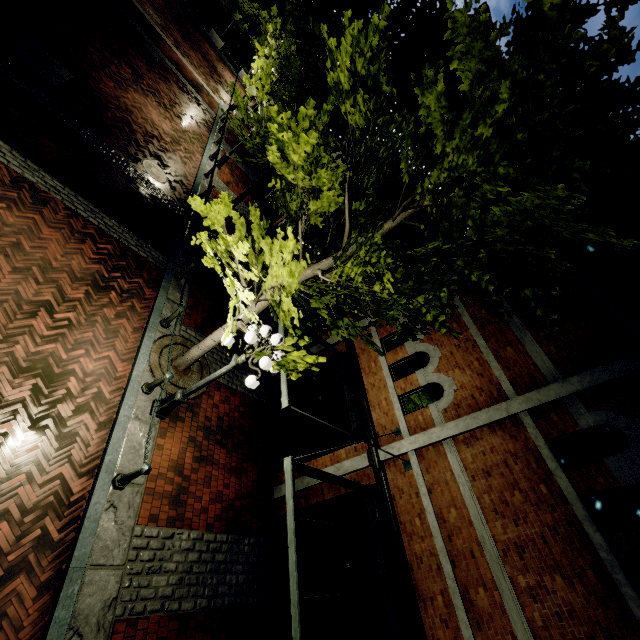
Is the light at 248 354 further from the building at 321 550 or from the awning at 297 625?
the building at 321 550

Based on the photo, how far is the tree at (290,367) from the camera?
5.9 meters

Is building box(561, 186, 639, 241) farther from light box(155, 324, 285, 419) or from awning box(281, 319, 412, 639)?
light box(155, 324, 285, 419)

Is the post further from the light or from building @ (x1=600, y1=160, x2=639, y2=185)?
building @ (x1=600, y1=160, x2=639, y2=185)

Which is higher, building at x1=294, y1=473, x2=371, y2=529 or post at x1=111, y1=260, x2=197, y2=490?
building at x1=294, y1=473, x2=371, y2=529

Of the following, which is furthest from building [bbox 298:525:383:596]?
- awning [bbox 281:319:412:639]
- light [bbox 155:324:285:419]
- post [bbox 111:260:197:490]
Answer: post [bbox 111:260:197:490]

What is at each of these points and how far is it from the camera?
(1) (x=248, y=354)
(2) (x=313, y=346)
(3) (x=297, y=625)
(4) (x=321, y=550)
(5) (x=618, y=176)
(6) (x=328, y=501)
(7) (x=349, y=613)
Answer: (1) light, 6.22m
(2) building, 11.34m
(3) awning, 4.33m
(4) building, 8.73m
(5) building, 7.57m
(6) building, 8.24m
(7) building, 6.70m
